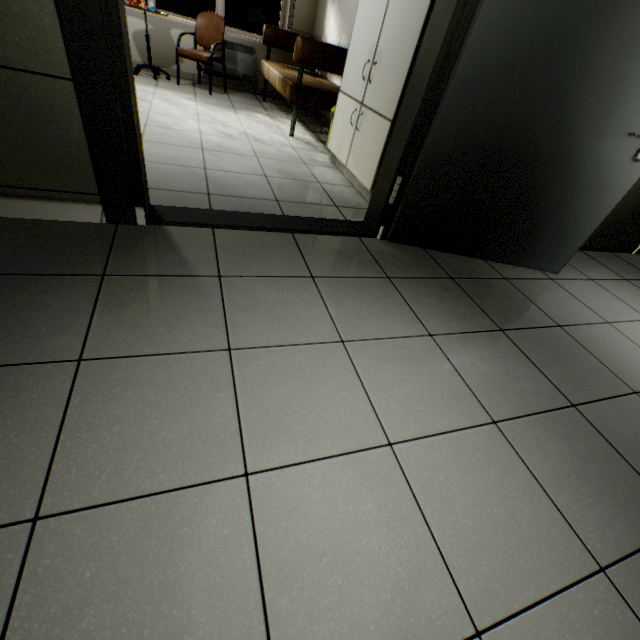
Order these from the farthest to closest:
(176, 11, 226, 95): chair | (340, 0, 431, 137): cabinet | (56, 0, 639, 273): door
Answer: (176, 11, 226, 95): chair
(340, 0, 431, 137): cabinet
(56, 0, 639, 273): door

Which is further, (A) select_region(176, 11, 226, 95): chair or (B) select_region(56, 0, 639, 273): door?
(A) select_region(176, 11, 226, 95): chair

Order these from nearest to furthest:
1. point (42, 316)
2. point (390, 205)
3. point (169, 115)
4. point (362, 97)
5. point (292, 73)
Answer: point (42, 316), point (390, 205), point (362, 97), point (169, 115), point (292, 73)

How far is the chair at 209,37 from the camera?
4.53m

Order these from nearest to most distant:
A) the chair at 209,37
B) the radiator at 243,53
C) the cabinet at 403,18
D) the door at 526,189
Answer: the door at 526,189 → the cabinet at 403,18 → the chair at 209,37 → the radiator at 243,53

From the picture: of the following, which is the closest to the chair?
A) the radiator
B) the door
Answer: the radiator

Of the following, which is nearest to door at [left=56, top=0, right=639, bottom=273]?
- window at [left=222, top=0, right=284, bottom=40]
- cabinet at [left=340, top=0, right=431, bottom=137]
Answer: cabinet at [left=340, top=0, right=431, bottom=137]

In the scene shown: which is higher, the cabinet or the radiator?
the cabinet
